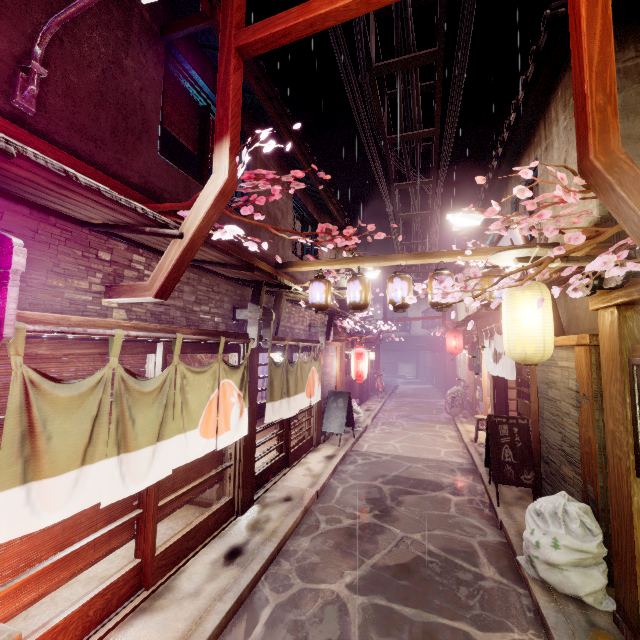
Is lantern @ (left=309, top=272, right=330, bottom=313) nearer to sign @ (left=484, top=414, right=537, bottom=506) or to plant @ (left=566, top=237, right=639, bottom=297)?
plant @ (left=566, top=237, right=639, bottom=297)

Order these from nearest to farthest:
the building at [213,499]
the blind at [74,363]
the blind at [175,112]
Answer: the blind at [74,363]
the blind at [175,112]
the building at [213,499]

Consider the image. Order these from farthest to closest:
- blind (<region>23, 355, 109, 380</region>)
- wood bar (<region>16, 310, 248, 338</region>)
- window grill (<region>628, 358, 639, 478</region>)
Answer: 1. window grill (<region>628, 358, 639, 478</region>)
2. blind (<region>23, 355, 109, 380</region>)
3. wood bar (<region>16, 310, 248, 338</region>)

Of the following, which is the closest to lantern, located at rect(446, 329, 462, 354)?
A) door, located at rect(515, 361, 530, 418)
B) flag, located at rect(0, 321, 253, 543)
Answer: door, located at rect(515, 361, 530, 418)

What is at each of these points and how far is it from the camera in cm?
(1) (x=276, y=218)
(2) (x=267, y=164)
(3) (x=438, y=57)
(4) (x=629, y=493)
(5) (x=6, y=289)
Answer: (1) house, 1284
(2) house, 1213
(3) z, 1020
(4) wood pole, 557
(5) wood base, 391

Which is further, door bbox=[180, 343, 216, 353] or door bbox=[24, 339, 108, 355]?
door bbox=[180, 343, 216, 353]

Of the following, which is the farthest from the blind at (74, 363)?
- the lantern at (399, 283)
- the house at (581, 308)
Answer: the house at (581, 308)

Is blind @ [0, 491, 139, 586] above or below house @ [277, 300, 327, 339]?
below
